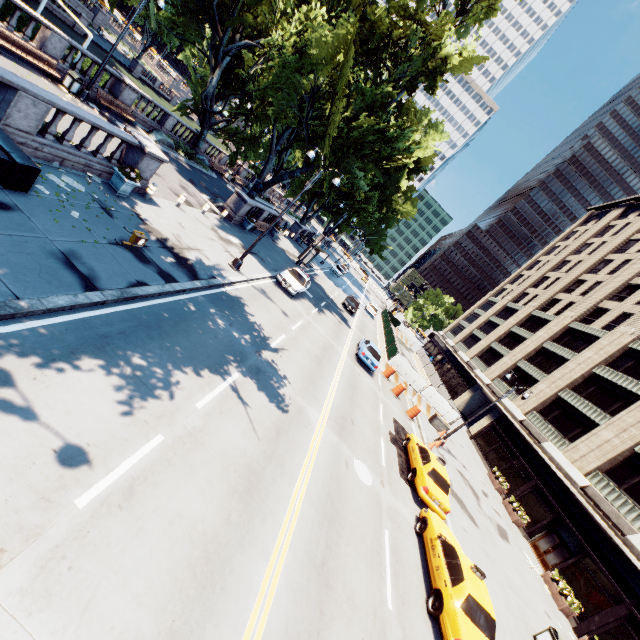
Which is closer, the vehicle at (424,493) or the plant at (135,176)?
the vehicle at (424,493)

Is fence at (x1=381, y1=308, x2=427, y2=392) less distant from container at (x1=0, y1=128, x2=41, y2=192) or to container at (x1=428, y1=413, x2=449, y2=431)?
container at (x1=428, y1=413, x2=449, y2=431)

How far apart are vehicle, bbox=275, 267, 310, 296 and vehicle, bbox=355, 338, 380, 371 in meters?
6.2 m

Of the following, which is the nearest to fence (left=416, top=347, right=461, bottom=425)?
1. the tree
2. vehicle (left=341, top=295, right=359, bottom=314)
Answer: vehicle (left=341, top=295, right=359, bottom=314)

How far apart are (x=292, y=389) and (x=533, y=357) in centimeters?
4053cm

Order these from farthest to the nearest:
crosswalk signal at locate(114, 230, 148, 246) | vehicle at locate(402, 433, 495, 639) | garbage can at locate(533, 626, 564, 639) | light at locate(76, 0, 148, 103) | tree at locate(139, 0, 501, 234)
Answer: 1. tree at locate(139, 0, 501, 234)
2. light at locate(76, 0, 148, 103)
3. garbage can at locate(533, 626, 564, 639)
4. vehicle at locate(402, 433, 495, 639)
5. crosswalk signal at locate(114, 230, 148, 246)

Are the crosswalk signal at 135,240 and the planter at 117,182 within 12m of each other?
yes

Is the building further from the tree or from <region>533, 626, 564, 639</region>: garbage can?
the tree
